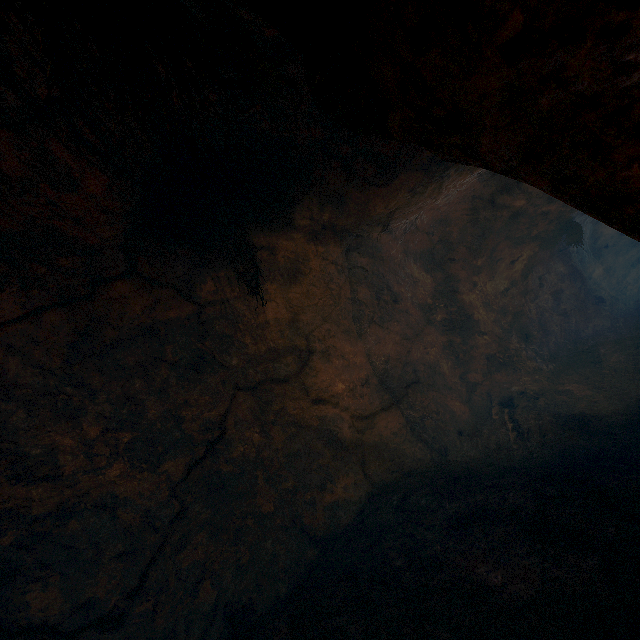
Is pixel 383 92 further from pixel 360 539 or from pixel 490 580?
pixel 360 539
